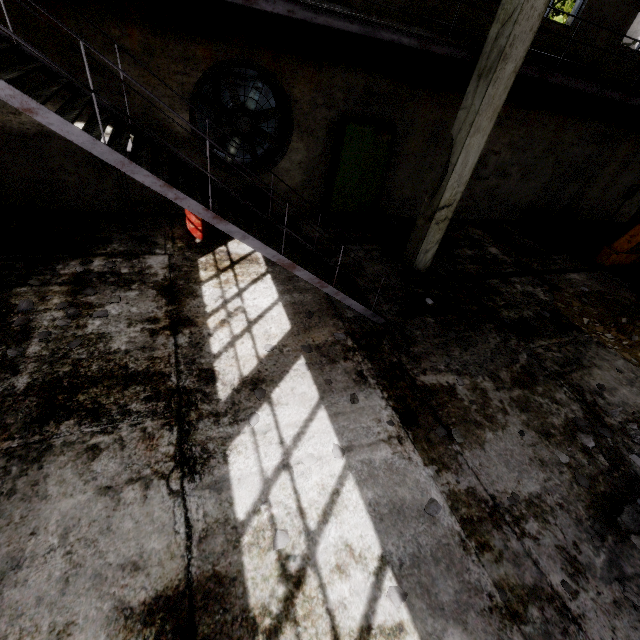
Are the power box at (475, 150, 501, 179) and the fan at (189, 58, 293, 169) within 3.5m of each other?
no

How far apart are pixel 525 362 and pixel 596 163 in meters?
10.5 m

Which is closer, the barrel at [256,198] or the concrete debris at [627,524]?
the concrete debris at [627,524]

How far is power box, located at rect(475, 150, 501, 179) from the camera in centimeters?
962cm

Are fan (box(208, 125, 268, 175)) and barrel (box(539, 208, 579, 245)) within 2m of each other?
no

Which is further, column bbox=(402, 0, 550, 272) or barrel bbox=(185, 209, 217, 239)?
barrel bbox=(185, 209, 217, 239)

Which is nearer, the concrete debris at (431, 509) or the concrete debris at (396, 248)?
the concrete debris at (431, 509)

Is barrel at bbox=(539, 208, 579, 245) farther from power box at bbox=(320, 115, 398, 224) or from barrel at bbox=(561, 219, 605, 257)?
power box at bbox=(320, 115, 398, 224)
